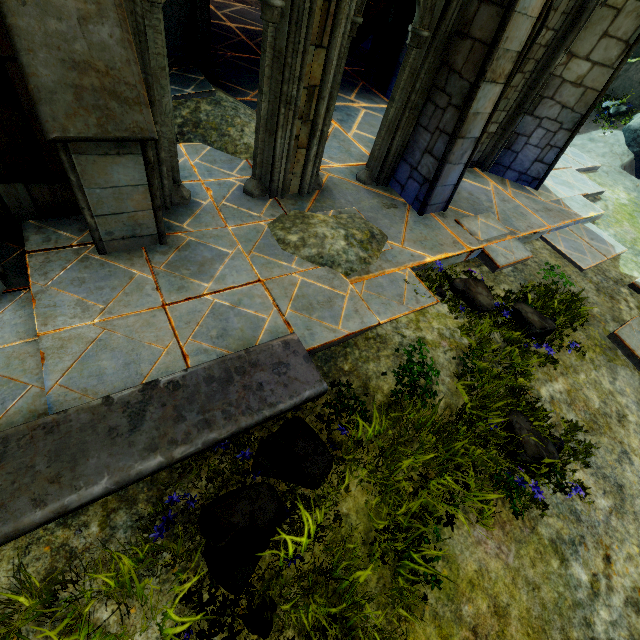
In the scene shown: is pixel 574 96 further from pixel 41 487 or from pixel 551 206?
pixel 41 487

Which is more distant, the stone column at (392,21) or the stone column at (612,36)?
the stone column at (392,21)

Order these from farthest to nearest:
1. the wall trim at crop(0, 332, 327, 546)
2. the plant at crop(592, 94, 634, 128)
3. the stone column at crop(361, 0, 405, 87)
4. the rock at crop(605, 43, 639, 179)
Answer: the plant at crop(592, 94, 634, 128) → the rock at crop(605, 43, 639, 179) → the stone column at crop(361, 0, 405, 87) → the wall trim at crop(0, 332, 327, 546)

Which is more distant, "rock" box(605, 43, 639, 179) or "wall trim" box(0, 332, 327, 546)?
"rock" box(605, 43, 639, 179)

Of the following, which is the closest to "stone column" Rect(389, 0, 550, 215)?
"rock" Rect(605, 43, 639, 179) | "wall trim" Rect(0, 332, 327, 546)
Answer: "wall trim" Rect(0, 332, 327, 546)

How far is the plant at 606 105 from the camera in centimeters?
1189cm

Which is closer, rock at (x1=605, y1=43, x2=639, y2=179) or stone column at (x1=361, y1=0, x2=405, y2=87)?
stone column at (x1=361, y1=0, x2=405, y2=87)

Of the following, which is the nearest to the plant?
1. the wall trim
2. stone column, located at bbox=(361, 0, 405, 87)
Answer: stone column, located at bbox=(361, 0, 405, 87)
